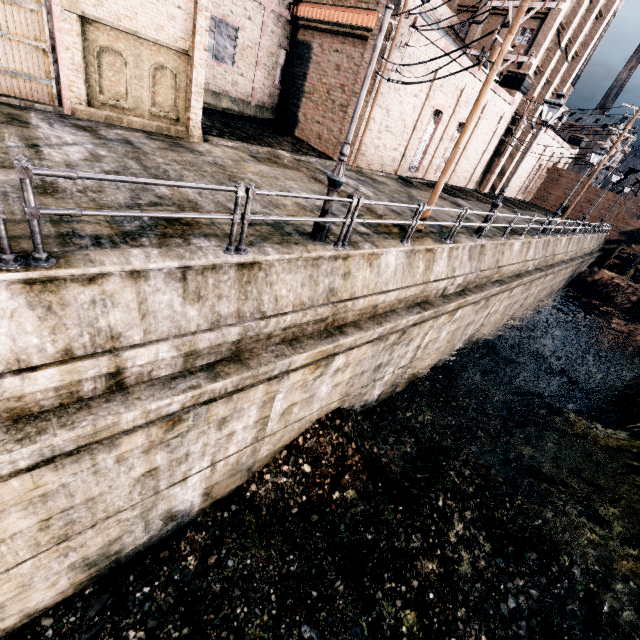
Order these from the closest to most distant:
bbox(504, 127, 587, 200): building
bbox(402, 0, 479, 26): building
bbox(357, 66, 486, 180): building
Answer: bbox(402, 0, 479, 26): building, bbox(357, 66, 486, 180): building, bbox(504, 127, 587, 200): building

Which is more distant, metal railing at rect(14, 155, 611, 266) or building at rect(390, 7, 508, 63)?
building at rect(390, 7, 508, 63)

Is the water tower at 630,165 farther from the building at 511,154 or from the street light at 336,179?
the street light at 336,179

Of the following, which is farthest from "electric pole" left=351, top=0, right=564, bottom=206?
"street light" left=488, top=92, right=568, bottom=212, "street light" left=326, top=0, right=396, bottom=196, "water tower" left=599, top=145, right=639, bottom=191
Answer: "water tower" left=599, top=145, right=639, bottom=191

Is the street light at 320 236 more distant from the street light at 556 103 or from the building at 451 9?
the building at 451 9

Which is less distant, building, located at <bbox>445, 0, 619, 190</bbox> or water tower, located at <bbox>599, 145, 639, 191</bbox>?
building, located at <bbox>445, 0, 619, 190</bbox>

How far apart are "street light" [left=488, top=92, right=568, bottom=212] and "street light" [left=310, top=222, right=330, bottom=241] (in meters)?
9.95

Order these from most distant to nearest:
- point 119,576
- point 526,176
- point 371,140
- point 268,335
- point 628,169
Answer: point 628,169, point 526,176, point 371,140, point 119,576, point 268,335
